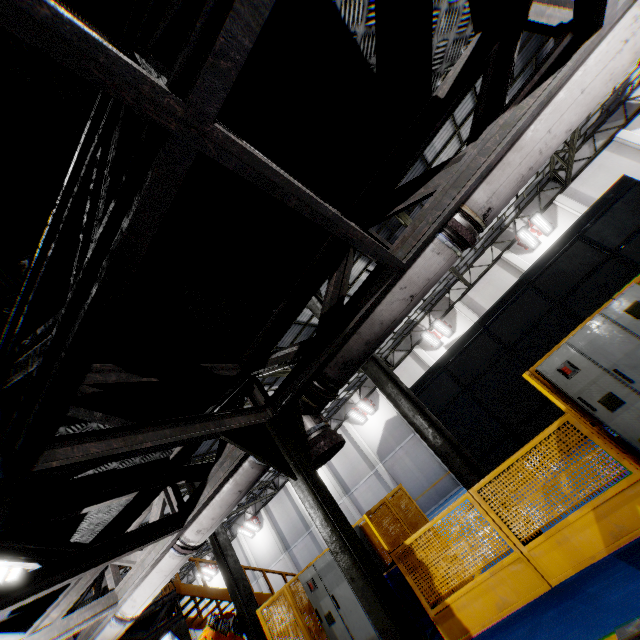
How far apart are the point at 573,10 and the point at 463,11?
0.7 meters

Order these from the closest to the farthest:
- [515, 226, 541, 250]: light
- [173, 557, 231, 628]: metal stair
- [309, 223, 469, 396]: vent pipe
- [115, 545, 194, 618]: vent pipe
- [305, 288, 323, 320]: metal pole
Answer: [309, 223, 469, 396]: vent pipe < [115, 545, 194, 618]: vent pipe < [305, 288, 323, 320]: metal pole < [173, 557, 231, 628]: metal stair < [515, 226, 541, 250]: light

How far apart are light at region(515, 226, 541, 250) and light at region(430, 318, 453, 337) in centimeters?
626cm

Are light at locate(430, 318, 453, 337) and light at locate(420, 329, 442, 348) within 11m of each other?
yes

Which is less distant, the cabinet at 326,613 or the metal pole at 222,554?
the cabinet at 326,613

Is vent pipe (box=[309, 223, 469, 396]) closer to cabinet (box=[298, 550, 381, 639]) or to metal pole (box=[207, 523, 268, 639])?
metal pole (box=[207, 523, 268, 639])

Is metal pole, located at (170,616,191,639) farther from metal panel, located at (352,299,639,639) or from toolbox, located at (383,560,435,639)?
toolbox, located at (383,560,435,639)

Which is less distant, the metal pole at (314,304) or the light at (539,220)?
the metal pole at (314,304)
